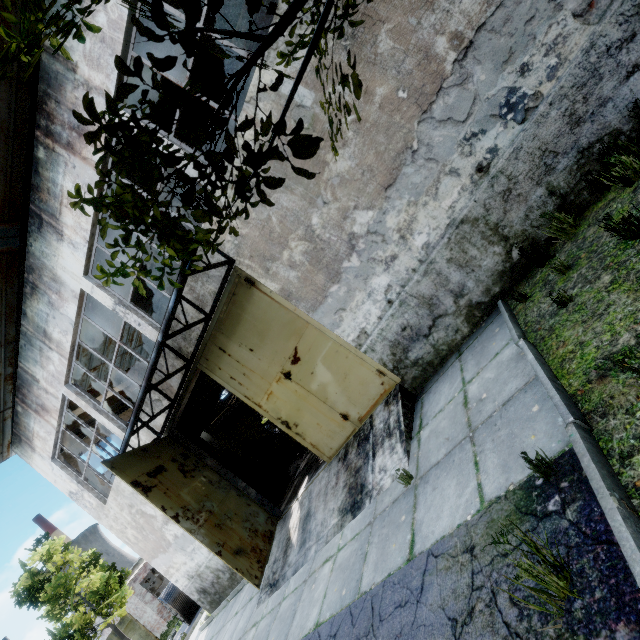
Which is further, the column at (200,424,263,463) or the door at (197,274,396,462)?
the column at (200,424,263,463)

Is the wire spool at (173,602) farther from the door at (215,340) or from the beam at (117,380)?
the door at (215,340)

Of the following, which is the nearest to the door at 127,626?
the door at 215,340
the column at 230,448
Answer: the column at 230,448

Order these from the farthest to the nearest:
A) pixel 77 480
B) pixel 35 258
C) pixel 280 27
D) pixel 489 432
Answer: pixel 77 480, pixel 35 258, pixel 489 432, pixel 280 27

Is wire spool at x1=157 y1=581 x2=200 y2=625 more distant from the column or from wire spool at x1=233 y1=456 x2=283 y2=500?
wire spool at x1=233 y1=456 x2=283 y2=500

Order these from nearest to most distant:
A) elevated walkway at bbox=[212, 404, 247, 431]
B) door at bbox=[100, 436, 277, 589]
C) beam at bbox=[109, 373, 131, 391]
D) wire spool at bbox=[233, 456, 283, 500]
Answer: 1. door at bbox=[100, 436, 277, 589]
2. wire spool at bbox=[233, 456, 283, 500]
3. beam at bbox=[109, 373, 131, 391]
4. elevated walkway at bbox=[212, 404, 247, 431]

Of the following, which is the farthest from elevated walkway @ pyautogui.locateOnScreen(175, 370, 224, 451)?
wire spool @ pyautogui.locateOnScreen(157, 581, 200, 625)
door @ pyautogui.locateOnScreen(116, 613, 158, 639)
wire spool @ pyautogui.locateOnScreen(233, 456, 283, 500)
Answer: door @ pyautogui.locateOnScreen(116, 613, 158, 639)

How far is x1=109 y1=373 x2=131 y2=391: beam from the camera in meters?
12.9 m
